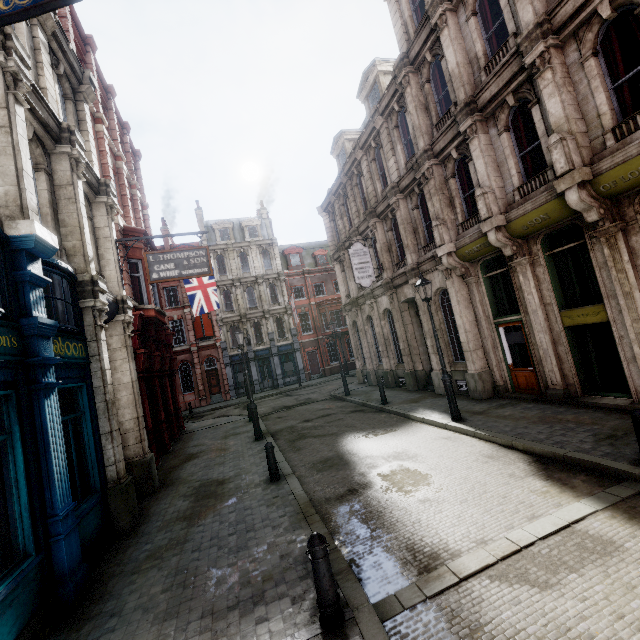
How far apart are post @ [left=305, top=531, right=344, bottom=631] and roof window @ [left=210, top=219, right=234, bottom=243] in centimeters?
3551cm

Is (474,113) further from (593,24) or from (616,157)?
(616,157)

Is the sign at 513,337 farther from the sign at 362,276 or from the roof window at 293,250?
the roof window at 293,250

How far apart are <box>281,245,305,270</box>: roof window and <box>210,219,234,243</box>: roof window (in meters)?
5.37

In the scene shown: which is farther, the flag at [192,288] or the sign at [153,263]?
the flag at [192,288]

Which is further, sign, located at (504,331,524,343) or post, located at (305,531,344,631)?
sign, located at (504,331,524,343)

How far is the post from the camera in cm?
365

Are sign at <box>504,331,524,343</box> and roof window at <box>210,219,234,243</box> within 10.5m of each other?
no
